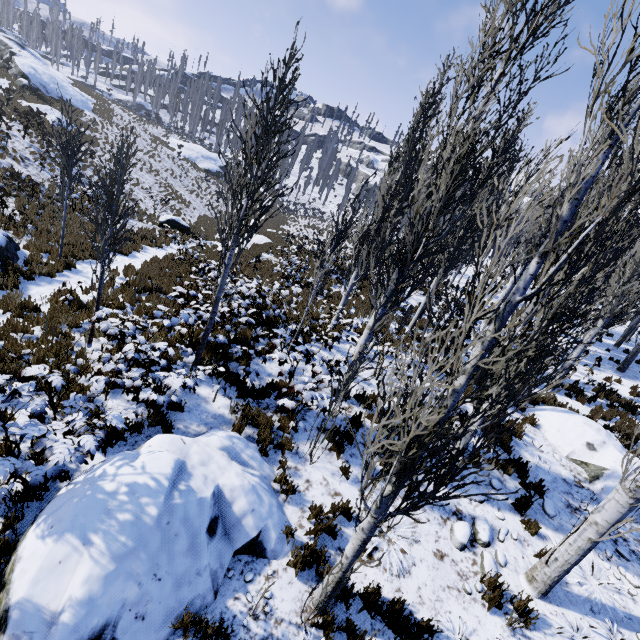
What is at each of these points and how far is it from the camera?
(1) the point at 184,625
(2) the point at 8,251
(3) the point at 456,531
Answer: (1) instancedfoliageactor, 3.8m
(2) rock, 9.3m
(3) rock, 6.0m

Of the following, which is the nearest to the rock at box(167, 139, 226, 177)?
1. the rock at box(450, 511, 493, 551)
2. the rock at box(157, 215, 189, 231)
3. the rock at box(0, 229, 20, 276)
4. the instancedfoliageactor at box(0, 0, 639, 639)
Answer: the instancedfoliageactor at box(0, 0, 639, 639)

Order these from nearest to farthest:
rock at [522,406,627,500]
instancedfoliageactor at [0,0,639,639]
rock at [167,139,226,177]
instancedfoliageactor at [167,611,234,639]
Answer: instancedfoliageactor at [0,0,639,639]
instancedfoliageactor at [167,611,234,639]
rock at [522,406,627,500]
rock at [167,139,226,177]

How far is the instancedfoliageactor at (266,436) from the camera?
6.0 meters

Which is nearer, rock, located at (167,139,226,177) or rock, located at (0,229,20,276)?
rock, located at (0,229,20,276)

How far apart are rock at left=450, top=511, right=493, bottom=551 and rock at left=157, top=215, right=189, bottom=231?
20.6 meters

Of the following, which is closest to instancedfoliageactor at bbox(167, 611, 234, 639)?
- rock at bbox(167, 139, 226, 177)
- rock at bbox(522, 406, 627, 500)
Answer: rock at bbox(522, 406, 627, 500)

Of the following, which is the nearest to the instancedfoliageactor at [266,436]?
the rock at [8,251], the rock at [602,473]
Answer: the rock at [602,473]
